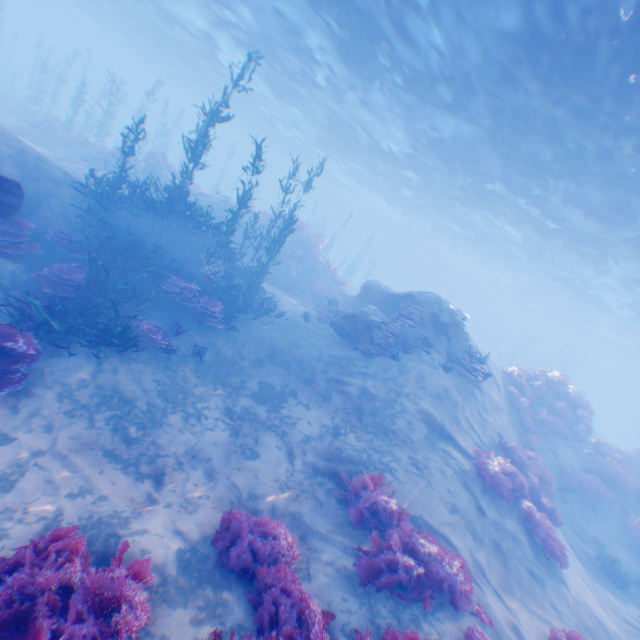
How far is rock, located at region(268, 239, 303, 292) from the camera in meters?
21.5 m

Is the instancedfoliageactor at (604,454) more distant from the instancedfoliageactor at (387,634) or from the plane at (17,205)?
the plane at (17,205)

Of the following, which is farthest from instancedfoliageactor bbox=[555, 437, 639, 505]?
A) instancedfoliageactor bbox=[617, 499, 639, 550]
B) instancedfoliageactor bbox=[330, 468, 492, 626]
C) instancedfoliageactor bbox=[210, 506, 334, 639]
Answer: instancedfoliageactor bbox=[330, 468, 492, 626]

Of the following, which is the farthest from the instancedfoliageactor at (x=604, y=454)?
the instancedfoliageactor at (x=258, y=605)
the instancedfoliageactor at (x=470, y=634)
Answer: the instancedfoliageactor at (x=470, y=634)

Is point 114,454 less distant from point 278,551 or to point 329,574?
point 278,551

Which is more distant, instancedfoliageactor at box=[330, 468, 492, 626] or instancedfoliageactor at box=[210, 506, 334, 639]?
instancedfoliageactor at box=[330, 468, 492, 626]

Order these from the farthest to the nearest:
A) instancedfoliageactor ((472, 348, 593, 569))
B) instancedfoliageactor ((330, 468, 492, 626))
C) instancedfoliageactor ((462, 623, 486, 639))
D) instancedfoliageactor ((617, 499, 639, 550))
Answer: instancedfoliageactor ((617, 499, 639, 550)) < instancedfoliageactor ((472, 348, 593, 569)) < instancedfoliageactor ((330, 468, 492, 626)) < instancedfoliageactor ((462, 623, 486, 639))

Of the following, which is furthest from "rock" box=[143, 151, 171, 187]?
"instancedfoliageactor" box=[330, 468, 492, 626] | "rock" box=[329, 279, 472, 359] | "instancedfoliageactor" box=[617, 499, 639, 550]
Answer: "instancedfoliageactor" box=[617, 499, 639, 550]
